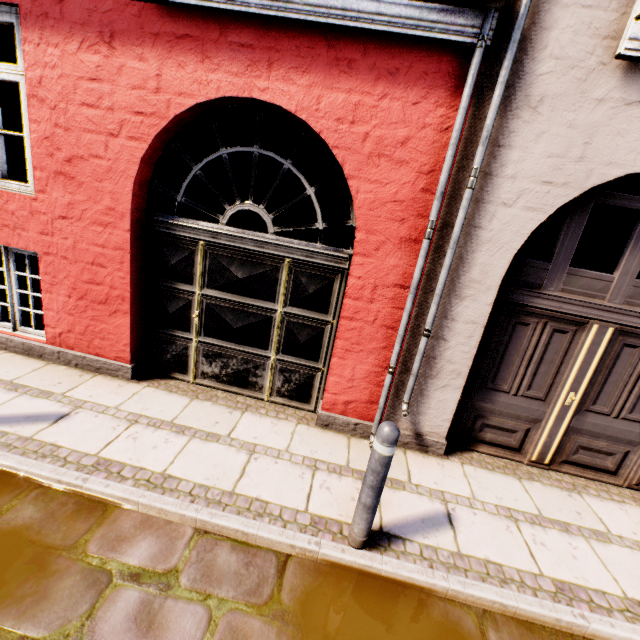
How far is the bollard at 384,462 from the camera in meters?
2.2 m

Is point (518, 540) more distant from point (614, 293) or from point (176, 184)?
point (176, 184)

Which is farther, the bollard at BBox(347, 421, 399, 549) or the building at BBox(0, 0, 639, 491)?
the building at BBox(0, 0, 639, 491)

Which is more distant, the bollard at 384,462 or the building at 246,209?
the building at 246,209

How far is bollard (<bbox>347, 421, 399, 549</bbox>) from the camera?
2.24m
